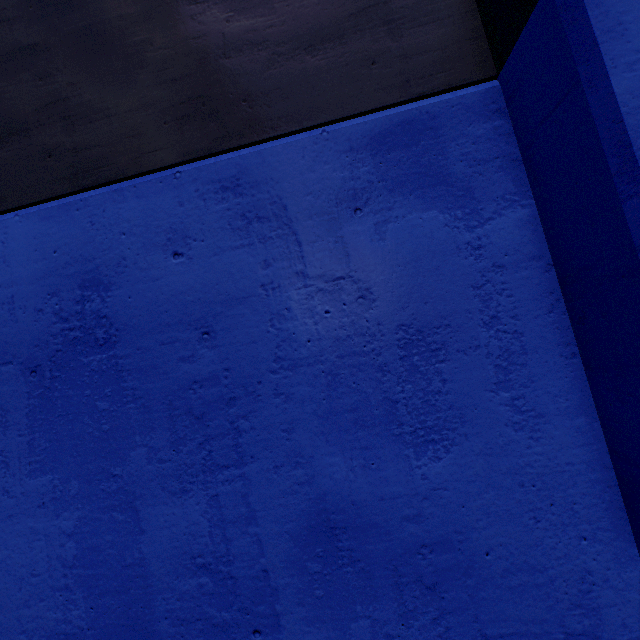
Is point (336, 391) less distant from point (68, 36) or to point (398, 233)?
point (398, 233)
